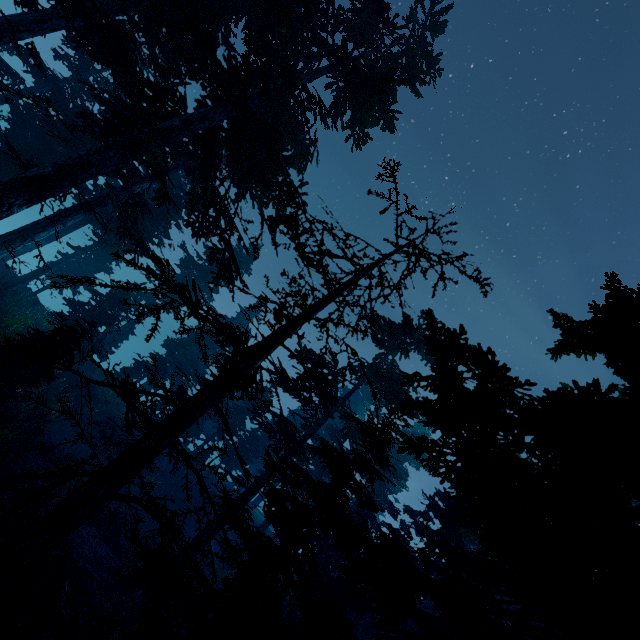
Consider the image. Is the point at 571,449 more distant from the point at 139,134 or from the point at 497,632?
the point at 139,134

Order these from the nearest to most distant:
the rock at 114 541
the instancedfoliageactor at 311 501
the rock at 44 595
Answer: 1. the instancedfoliageactor at 311 501
2. the rock at 44 595
3. the rock at 114 541

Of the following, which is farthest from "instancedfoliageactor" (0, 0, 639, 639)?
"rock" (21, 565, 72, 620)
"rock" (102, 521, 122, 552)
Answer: "rock" (102, 521, 122, 552)

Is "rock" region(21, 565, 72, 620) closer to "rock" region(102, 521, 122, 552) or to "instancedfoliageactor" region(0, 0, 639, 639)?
"instancedfoliageactor" region(0, 0, 639, 639)

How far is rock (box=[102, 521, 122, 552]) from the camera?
16.7m

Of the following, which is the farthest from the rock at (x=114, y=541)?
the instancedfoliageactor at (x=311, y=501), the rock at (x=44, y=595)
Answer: the rock at (x=44, y=595)

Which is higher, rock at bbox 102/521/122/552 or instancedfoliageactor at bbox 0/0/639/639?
instancedfoliageactor at bbox 0/0/639/639
